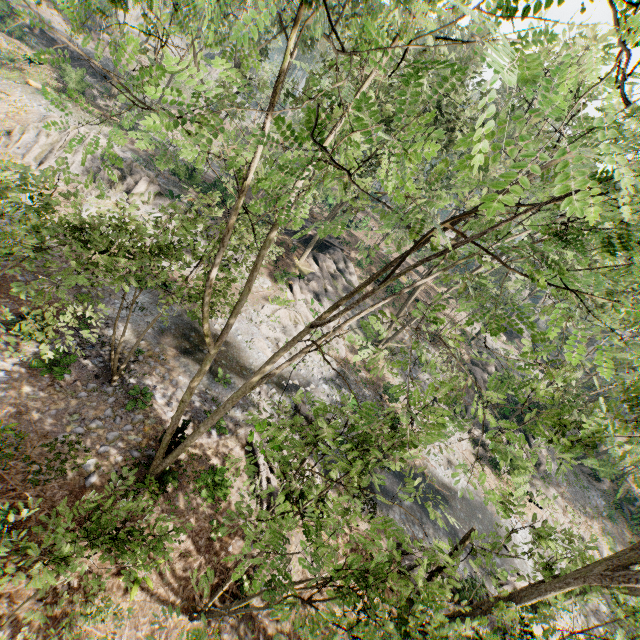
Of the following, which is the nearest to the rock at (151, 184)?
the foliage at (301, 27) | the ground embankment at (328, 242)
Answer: the foliage at (301, 27)

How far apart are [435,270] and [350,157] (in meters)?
22.19

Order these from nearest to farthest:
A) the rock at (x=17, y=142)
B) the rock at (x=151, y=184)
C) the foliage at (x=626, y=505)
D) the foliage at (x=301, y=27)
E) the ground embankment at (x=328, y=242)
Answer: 1. the foliage at (x=301, y=27)
2. the rock at (x=17, y=142)
3. the rock at (x=151, y=184)
4. the foliage at (x=626, y=505)
5. the ground embankment at (x=328, y=242)

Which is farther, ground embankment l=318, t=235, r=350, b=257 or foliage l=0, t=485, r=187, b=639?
ground embankment l=318, t=235, r=350, b=257

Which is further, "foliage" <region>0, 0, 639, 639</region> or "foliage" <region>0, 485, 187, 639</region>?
"foliage" <region>0, 485, 187, 639</region>

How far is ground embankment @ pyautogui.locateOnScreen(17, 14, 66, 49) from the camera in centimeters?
3728cm

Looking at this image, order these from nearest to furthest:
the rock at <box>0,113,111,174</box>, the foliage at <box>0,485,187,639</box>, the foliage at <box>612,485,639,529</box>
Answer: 1. the foliage at <box>0,485,187,639</box>
2. the rock at <box>0,113,111,174</box>
3. the foliage at <box>612,485,639,529</box>

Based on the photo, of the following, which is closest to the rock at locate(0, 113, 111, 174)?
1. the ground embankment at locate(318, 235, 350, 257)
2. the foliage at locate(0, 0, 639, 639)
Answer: the foliage at locate(0, 0, 639, 639)
